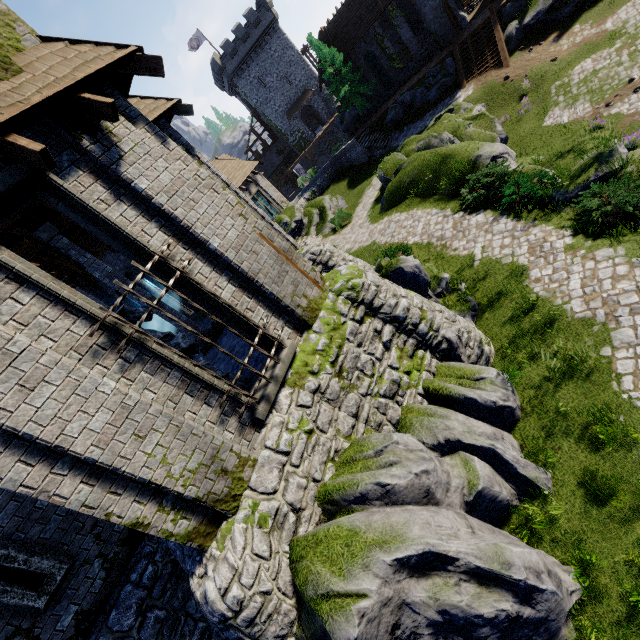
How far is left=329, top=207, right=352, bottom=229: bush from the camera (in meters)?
24.16

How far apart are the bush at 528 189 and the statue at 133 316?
12.0m

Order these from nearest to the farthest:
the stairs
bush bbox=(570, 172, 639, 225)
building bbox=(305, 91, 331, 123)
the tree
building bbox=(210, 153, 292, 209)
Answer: bush bbox=(570, 172, 639, 225) < building bbox=(210, 153, 292, 209) < the stairs < the tree < building bbox=(305, 91, 331, 123)

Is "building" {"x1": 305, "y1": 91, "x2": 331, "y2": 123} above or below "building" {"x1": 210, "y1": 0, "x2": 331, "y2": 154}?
below

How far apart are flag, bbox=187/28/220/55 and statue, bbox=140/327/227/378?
54.7m

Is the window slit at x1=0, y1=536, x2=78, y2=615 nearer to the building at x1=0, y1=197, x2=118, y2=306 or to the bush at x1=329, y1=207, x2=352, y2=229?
the building at x1=0, y1=197, x2=118, y2=306

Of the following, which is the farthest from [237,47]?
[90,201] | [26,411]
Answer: [26,411]

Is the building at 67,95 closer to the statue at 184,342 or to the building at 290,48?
the statue at 184,342
